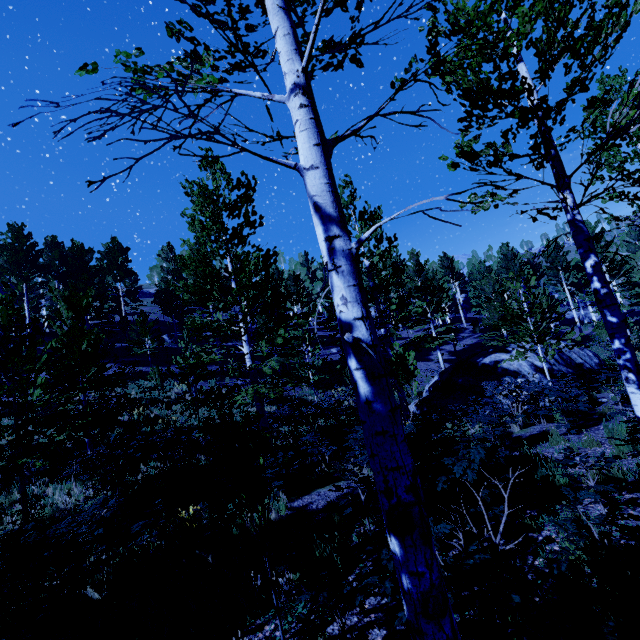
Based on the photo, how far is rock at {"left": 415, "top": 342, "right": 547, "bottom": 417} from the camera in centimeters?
1402cm

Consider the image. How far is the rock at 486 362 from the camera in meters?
14.0

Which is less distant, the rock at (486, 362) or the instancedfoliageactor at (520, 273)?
the instancedfoliageactor at (520, 273)

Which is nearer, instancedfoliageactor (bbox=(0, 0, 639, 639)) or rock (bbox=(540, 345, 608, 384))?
instancedfoliageactor (bbox=(0, 0, 639, 639))

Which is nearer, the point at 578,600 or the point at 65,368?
the point at 578,600

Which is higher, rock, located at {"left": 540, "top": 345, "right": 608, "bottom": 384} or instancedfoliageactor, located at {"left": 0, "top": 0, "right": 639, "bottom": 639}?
instancedfoliageactor, located at {"left": 0, "top": 0, "right": 639, "bottom": 639}
